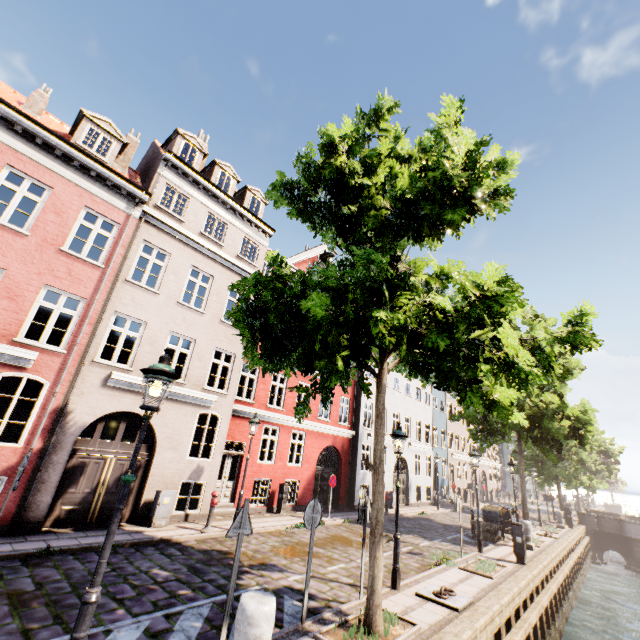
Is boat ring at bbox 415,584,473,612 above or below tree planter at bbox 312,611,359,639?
above

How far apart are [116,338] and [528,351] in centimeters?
1805cm

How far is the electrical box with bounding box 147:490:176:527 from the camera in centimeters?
1035cm

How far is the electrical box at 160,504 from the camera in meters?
10.4

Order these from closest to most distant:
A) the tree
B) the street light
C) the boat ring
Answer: the street light, the tree, the boat ring

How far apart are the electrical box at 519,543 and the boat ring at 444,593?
5.76m

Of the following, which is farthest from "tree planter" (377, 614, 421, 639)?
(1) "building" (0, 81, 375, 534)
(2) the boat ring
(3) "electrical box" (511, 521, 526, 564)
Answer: (1) "building" (0, 81, 375, 534)

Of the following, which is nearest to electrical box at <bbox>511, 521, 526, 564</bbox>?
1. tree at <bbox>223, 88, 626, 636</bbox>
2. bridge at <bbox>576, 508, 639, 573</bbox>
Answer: tree at <bbox>223, 88, 626, 636</bbox>
